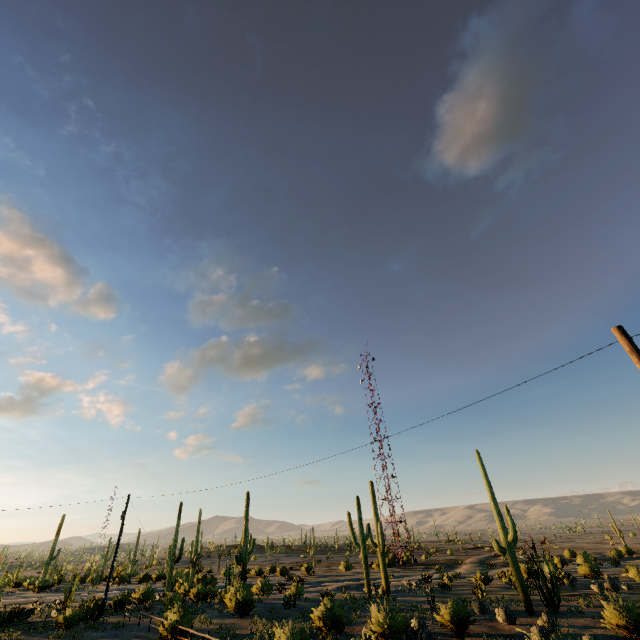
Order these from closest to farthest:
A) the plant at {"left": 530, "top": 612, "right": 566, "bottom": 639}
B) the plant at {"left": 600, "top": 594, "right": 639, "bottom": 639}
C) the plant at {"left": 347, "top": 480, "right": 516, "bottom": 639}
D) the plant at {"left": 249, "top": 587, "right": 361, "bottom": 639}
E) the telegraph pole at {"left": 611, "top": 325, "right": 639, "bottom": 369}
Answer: the telegraph pole at {"left": 611, "top": 325, "right": 639, "bottom": 369} < the plant at {"left": 530, "top": 612, "right": 566, "bottom": 639} < the plant at {"left": 249, "top": 587, "right": 361, "bottom": 639} < the plant at {"left": 600, "top": 594, "right": 639, "bottom": 639} < the plant at {"left": 347, "top": 480, "right": 516, "bottom": 639}

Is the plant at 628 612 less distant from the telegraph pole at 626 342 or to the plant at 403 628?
the plant at 403 628

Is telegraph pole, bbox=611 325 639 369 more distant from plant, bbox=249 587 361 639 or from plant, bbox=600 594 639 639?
plant, bbox=249 587 361 639

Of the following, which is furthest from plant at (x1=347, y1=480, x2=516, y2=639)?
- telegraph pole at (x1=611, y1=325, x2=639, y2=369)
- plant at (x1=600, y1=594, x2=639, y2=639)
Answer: telegraph pole at (x1=611, y1=325, x2=639, y2=369)

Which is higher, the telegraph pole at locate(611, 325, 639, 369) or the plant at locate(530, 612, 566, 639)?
the telegraph pole at locate(611, 325, 639, 369)

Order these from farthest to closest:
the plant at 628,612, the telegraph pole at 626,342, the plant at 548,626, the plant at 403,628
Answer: the plant at 403,628 < the plant at 628,612 < the plant at 548,626 < the telegraph pole at 626,342

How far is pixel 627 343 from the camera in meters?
6.9 m
